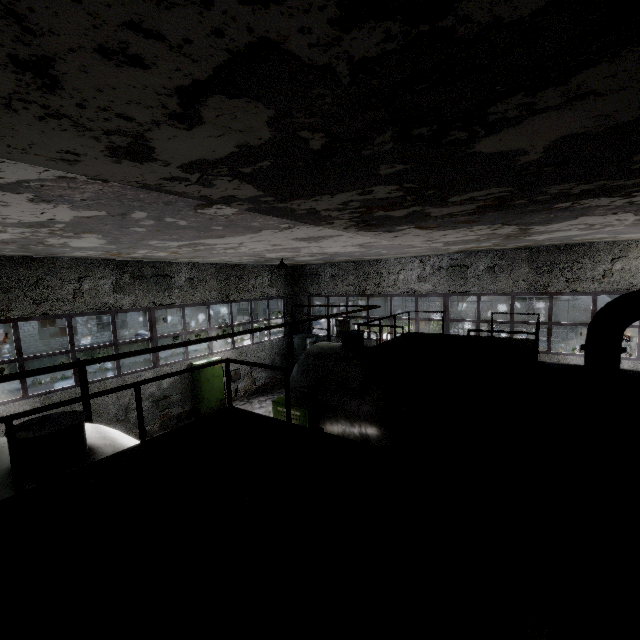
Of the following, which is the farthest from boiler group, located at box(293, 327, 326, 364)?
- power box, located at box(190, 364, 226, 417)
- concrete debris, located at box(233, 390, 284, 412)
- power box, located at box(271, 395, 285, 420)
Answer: power box, located at box(271, 395, 285, 420)

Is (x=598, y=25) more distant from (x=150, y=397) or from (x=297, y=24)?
(x=150, y=397)

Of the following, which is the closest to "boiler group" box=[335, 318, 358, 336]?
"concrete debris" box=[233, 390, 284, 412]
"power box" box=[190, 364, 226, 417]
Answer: "concrete debris" box=[233, 390, 284, 412]

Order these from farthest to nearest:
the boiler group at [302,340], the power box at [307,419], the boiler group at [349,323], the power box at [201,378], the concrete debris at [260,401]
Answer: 1. the boiler group at [302,340]
2. the boiler group at [349,323]
3. the concrete debris at [260,401]
4. the power box at [201,378]
5. the power box at [307,419]

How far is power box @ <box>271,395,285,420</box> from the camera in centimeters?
903cm

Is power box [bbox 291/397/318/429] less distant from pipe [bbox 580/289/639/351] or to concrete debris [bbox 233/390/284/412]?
concrete debris [bbox 233/390/284/412]

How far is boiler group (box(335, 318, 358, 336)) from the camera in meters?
17.6

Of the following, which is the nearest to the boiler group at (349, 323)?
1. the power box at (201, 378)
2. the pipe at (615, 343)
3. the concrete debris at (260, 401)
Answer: the concrete debris at (260, 401)
